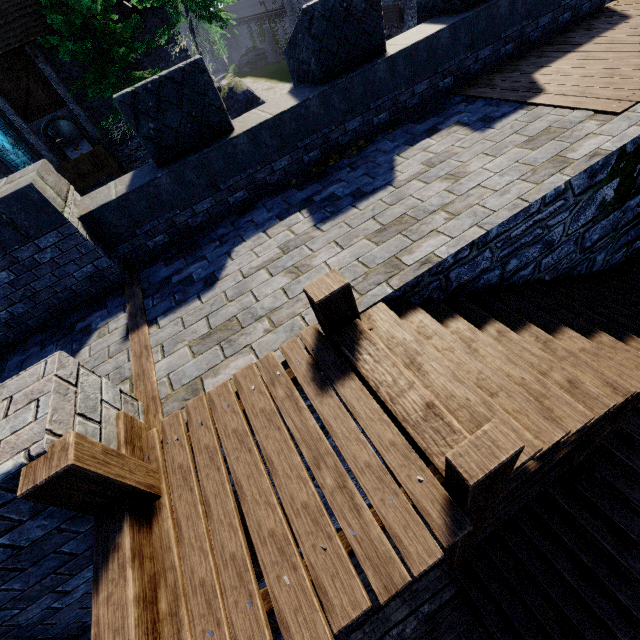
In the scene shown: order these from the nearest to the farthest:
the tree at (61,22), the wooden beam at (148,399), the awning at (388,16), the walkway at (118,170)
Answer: the wooden beam at (148,399), the tree at (61,22), the walkway at (118,170), the awning at (388,16)

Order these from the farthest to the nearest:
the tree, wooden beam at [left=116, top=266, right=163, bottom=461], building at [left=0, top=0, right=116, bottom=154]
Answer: building at [left=0, top=0, right=116, bottom=154] → the tree → wooden beam at [left=116, top=266, right=163, bottom=461]

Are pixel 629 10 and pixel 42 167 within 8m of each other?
no

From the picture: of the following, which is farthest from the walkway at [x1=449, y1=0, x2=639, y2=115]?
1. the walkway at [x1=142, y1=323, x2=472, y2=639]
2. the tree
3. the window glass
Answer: the window glass

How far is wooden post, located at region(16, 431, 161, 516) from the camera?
1.9m

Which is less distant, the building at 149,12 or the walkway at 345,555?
the walkway at 345,555

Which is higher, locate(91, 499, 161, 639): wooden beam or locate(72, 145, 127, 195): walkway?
locate(91, 499, 161, 639): wooden beam

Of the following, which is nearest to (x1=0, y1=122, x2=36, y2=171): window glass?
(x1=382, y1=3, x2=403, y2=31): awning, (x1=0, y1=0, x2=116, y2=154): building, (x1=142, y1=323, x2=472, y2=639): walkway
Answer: (x1=0, y1=0, x2=116, y2=154): building
